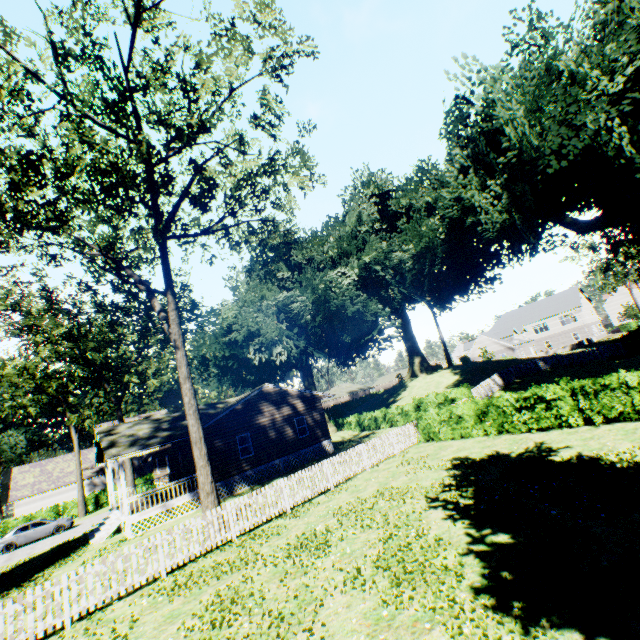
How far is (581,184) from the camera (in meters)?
25.59

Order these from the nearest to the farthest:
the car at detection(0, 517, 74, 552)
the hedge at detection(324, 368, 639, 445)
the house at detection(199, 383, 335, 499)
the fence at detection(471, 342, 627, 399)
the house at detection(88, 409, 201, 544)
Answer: the hedge at detection(324, 368, 639, 445) → the house at detection(88, 409, 201, 544) → the house at detection(199, 383, 335, 499) → the car at detection(0, 517, 74, 552) → the fence at detection(471, 342, 627, 399)

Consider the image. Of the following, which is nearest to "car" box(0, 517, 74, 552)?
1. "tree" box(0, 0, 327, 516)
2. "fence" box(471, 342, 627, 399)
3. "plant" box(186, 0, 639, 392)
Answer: "plant" box(186, 0, 639, 392)

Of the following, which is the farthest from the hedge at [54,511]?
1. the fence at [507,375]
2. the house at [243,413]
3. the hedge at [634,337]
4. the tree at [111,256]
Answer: the hedge at [634,337]

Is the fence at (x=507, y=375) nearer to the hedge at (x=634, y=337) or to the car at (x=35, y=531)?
the hedge at (x=634, y=337)

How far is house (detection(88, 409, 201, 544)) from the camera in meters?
18.6

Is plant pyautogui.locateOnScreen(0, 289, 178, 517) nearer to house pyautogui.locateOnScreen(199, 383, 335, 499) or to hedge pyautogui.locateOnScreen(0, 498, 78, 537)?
house pyautogui.locateOnScreen(199, 383, 335, 499)

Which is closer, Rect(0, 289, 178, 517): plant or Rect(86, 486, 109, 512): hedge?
Rect(0, 289, 178, 517): plant
